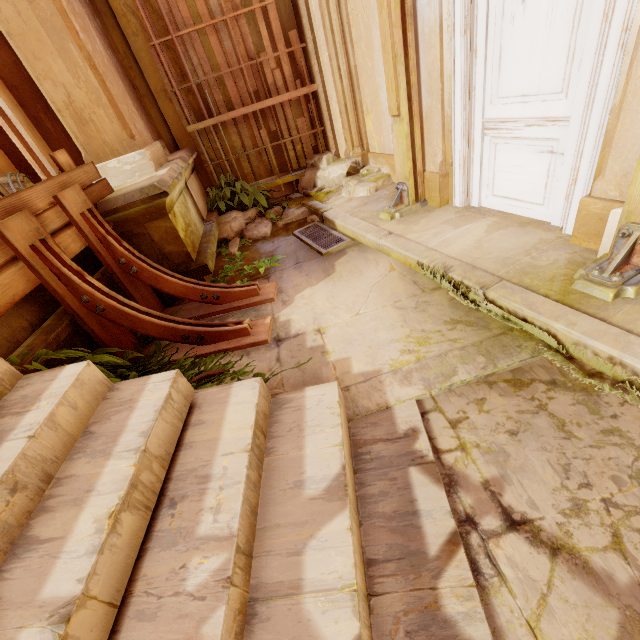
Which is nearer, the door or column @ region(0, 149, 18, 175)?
the door

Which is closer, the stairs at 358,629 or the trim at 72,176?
the stairs at 358,629

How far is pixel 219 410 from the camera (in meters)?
1.96

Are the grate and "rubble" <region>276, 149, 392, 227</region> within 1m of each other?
yes

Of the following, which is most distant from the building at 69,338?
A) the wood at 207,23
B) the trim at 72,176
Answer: the wood at 207,23

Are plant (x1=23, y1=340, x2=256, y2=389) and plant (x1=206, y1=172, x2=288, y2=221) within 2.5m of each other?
no

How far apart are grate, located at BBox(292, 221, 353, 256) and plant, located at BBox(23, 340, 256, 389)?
1.76m

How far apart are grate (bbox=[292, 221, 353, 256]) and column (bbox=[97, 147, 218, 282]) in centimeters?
112cm
